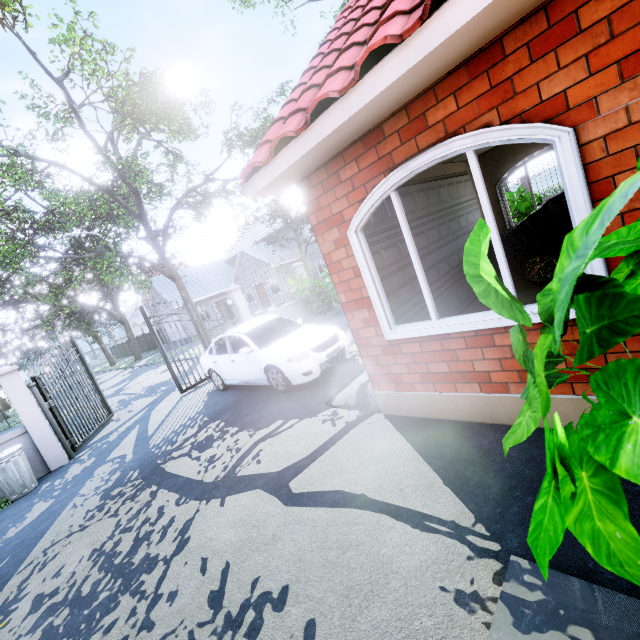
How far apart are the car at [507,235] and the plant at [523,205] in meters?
8.6

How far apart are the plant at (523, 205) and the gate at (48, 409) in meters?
16.6

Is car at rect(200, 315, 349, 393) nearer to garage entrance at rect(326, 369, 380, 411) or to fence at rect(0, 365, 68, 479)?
garage entrance at rect(326, 369, 380, 411)

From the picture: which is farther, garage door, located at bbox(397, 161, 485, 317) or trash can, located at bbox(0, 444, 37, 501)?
trash can, located at bbox(0, 444, 37, 501)

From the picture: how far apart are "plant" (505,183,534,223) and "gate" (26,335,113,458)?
16.64m

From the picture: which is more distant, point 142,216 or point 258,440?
point 142,216

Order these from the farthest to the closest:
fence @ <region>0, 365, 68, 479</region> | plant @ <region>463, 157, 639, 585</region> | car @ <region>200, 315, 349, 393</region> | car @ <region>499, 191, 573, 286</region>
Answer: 1. fence @ <region>0, 365, 68, 479</region>
2. car @ <region>200, 315, 349, 393</region>
3. car @ <region>499, 191, 573, 286</region>
4. plant @ <region>463, 157, 639, 585</region>

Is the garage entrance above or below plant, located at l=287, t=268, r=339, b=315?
below
